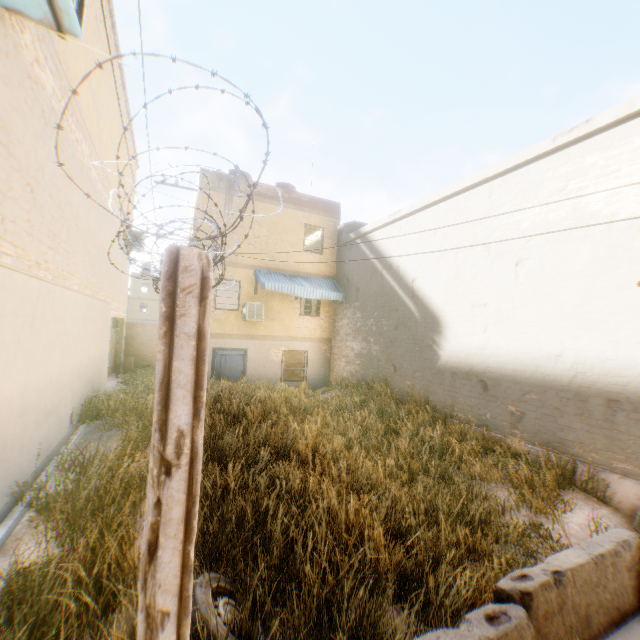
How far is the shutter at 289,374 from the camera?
15.5m

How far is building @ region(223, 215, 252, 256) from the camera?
14.2m

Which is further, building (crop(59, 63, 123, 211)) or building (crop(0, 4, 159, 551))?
building (crop(59, 63, 123, 211))

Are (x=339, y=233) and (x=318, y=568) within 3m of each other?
no

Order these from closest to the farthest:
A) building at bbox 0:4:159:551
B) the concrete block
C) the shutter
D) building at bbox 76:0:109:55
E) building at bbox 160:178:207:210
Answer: the concrete block
building at bbox 0:4:159:551
building at bbox 76:0:109:55
building at bbox 160:178:207:210
the shutter

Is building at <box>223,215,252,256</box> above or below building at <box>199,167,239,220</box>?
below

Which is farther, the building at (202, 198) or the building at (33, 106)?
the building at (202, 198)

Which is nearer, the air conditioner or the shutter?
the air conditioner
